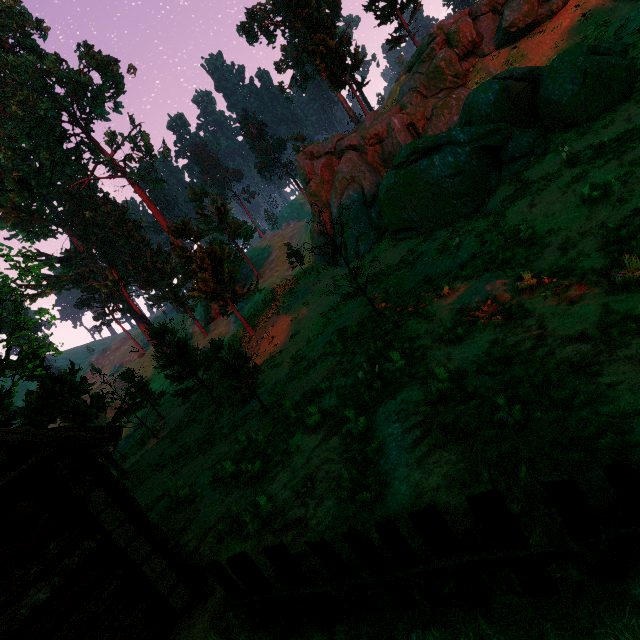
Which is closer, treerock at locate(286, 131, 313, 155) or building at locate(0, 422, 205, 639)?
building at locate(0, 422, 205, 639)

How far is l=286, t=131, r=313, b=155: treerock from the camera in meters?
45.0 m

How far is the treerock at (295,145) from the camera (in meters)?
45.00

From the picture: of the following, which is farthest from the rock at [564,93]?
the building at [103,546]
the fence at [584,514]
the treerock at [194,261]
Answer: the building at [103,546]

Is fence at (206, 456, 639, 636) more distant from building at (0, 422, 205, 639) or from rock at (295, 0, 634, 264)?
rock at (295, 0, 634, 264)

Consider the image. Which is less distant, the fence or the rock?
the fence

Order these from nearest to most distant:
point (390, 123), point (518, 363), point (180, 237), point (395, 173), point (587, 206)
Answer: point (518, 363) < point (587, 206) < point (395, 173) < point (180, 237) < point (390, 123)
